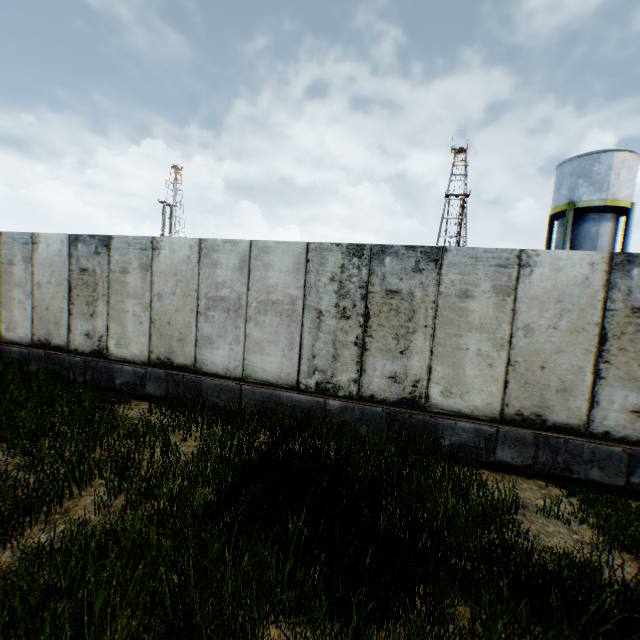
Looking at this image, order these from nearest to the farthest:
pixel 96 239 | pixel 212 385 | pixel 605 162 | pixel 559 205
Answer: pixel 212 385, pixel 96 239, pixel 605 162, pixel 559 205
